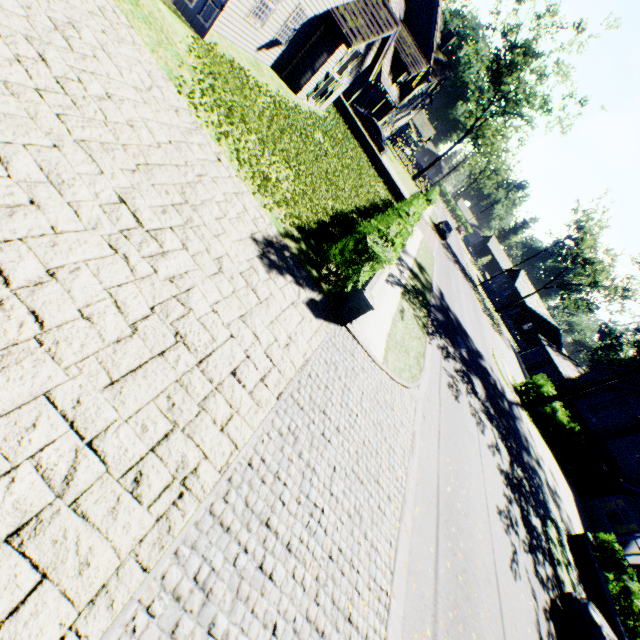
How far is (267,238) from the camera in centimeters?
711cm

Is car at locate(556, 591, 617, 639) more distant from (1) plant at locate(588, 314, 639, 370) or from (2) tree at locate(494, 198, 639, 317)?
(1) plant at locate(588, 314, 639, 370)

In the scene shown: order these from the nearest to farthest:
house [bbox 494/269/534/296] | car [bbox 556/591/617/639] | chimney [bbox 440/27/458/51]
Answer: car [bbox 556/591/617/639] < chimney [bbox 440/27/458/51] < house [bbox 494/269/534/296]

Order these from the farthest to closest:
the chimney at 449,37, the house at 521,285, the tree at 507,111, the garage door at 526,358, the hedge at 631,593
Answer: the house at 521,285, the garage door at 526,358, the chimney at 449,37, the tree at 507,111, the hedge at 631,593

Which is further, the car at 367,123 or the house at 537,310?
the house at 537,310

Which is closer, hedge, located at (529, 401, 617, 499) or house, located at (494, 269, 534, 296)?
hedge, located at (529, 401, 617, 499)

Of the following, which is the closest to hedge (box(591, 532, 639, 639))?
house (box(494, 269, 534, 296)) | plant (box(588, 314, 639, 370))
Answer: plant (box(588, 314, 639, 370))

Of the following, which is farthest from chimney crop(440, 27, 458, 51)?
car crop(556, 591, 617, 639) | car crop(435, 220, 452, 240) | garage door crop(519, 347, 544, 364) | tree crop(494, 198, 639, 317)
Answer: car crop(556, 591, 617, 639)
